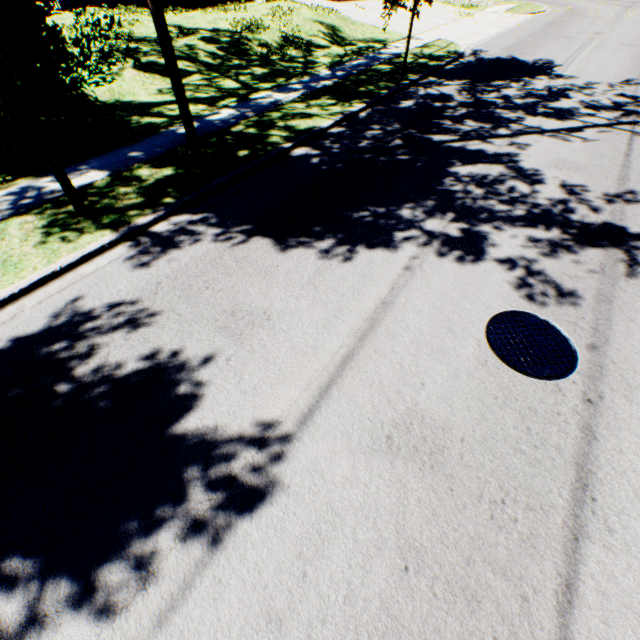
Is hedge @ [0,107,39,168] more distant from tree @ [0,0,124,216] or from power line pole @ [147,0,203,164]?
power line pole @ [147,0,203,164]

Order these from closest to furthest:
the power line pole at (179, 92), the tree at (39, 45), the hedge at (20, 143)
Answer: the tree at (39, 45) < the power line pole at (179, 92) < the hedge at (20, 143)

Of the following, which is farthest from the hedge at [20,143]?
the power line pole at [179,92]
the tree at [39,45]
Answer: the power line pole at [179,92]

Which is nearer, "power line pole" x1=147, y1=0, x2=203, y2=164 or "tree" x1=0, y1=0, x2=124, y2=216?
"tree" x1=0, y1=0, x2=124, y2=216

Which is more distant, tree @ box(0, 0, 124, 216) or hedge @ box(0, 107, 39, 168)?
→ hedge @ box(0, 107, 39, 168)

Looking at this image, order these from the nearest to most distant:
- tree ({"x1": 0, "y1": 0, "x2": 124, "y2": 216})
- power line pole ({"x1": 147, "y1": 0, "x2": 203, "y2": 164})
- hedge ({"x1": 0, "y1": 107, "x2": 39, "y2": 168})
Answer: tree ({"x1": 0, "y1": 0, "x2": 124, "y2": 216}) → power line pole ({"x1": 147, "y1": 0, "x2": 203, "y2": 164}) → hedge ({"x1": 0, "y1": 107, "x2": 39, "y2": 168})

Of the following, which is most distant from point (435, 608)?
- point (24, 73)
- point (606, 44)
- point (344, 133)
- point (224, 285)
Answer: point (606, 44)
